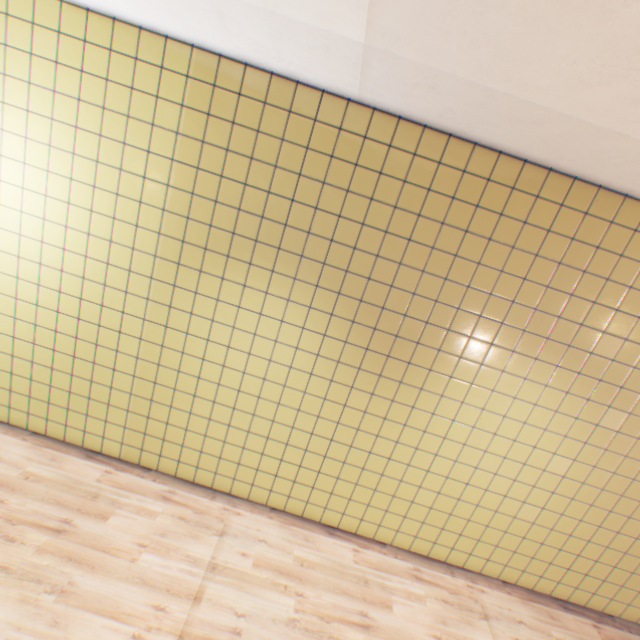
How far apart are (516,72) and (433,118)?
0.9m
